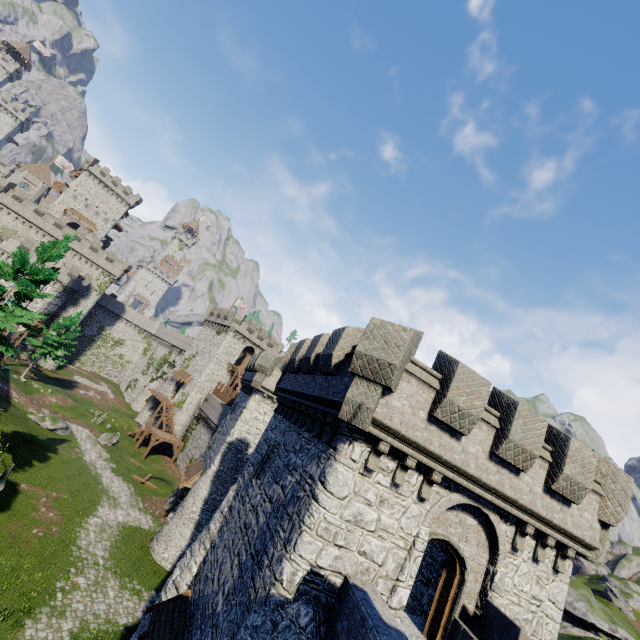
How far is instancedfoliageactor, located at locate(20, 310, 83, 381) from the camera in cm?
4366

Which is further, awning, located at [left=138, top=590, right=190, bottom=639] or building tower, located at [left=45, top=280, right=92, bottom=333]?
building tower, located at [left=45, top=280, right=92, bottom=333]

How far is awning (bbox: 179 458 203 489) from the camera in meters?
26.6 m

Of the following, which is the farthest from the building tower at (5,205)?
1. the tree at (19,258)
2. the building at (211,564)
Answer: the tree at (19,258)

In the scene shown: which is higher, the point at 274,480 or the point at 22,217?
the point at 22,217

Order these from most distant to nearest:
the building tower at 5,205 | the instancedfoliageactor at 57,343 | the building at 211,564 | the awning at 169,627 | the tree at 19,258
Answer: the building tower at 5,205 → the instancedfoliageactor at 57,343 → the tree at 19,258 → the awning at 169,627 → the building at 211,564

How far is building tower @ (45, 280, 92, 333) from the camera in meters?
56.8

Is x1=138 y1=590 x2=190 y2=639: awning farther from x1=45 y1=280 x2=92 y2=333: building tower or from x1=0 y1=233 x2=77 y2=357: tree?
x1=45 y1=280 x2=92 y2=333: building tower
